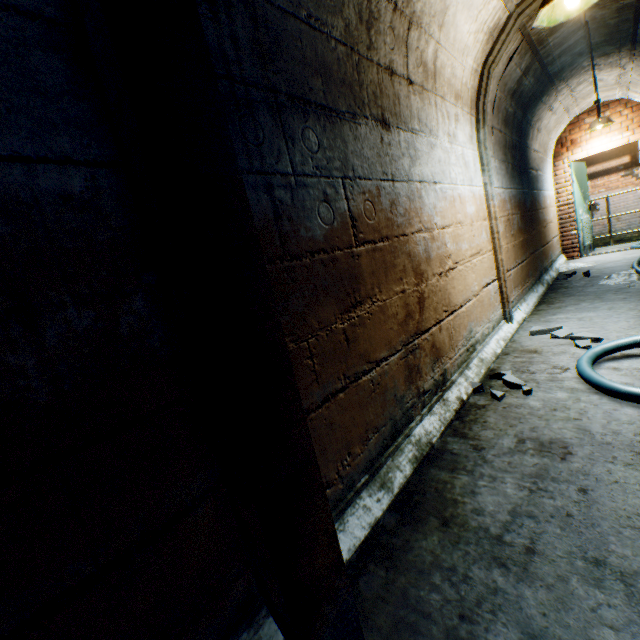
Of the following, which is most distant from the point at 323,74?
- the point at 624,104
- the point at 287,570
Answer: the point at 624,104

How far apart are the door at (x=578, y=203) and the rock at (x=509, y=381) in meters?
6.8

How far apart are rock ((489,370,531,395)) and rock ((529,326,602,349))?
0.95m

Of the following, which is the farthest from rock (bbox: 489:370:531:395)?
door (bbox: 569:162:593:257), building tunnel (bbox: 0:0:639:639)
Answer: door (bbox: 569:162:593:257)

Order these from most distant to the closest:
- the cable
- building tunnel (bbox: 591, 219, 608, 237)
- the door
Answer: building tunnel (bbox: 591, 219, 608, 237) < the door < the cable

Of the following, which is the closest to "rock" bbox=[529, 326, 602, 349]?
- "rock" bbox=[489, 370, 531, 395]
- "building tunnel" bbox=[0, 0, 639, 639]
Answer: "building tunnel" bbox=[0, 0, 639, 639]

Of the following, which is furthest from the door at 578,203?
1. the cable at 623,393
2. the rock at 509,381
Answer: the rock at 509,381

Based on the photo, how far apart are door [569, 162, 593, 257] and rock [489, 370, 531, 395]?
6.80m
